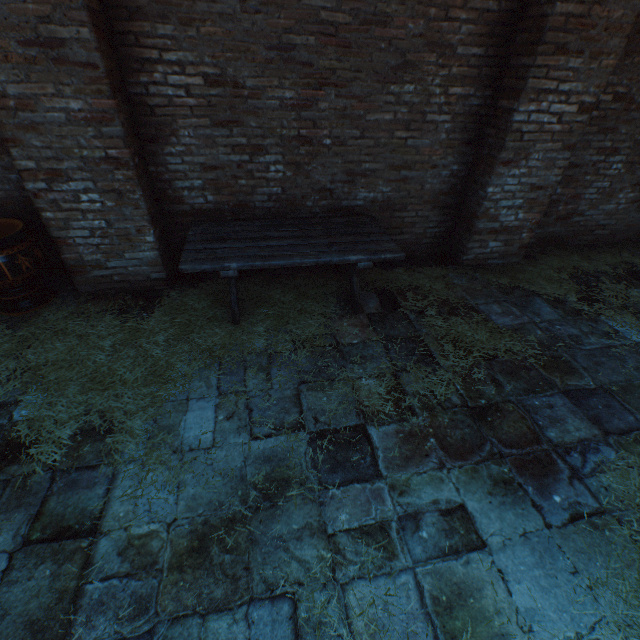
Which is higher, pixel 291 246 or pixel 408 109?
pixel 408 109

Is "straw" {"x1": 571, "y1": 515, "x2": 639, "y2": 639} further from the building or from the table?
the building

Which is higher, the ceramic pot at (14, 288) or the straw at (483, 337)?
the ceramic pot at (14, 288)

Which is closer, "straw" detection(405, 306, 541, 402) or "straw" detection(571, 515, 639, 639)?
"straw" detection(571, 515, 639, 639)

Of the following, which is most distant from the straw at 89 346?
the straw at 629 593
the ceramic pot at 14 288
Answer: the straw at 629 593

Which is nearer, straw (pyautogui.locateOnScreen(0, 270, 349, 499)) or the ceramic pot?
straw (pyautogui.locateOnScreen(0, 270, 349, 499))

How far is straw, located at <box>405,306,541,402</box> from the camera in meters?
2.9 m

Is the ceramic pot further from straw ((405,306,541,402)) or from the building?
the building
